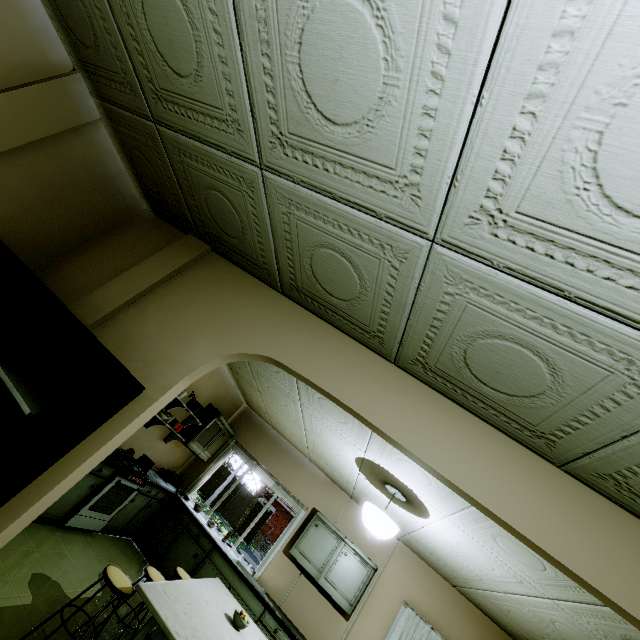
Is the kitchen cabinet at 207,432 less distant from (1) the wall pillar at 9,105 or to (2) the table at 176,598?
(2) the table at 176,598

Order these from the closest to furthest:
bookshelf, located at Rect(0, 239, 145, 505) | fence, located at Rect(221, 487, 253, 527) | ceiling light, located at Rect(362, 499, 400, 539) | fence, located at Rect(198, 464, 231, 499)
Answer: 1. bookshelf, located at Rect(0, 239, 145, 505)
2. ceiling light, located at Rect(362, 499, 400, 539)
3. fence, located at Rect(221, 487, 253, 527)
4. fence, located at Rect(198, 464, 231, 499)

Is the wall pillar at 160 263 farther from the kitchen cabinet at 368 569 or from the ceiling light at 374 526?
the ceiling light at 374 526

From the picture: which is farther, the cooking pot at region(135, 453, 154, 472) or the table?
the cooking pot at region(135, 453, 154, 472)

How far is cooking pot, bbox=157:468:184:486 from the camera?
4.77m

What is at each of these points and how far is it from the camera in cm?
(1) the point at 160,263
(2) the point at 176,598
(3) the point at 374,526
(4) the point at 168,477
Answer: (1) wall pillar, 267
(2) table, 255
(3) ceiling light, 352
(4) cooking pot, 557

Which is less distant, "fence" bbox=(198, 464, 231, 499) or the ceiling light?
the ceiling light

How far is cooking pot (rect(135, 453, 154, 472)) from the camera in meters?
4.6 m
